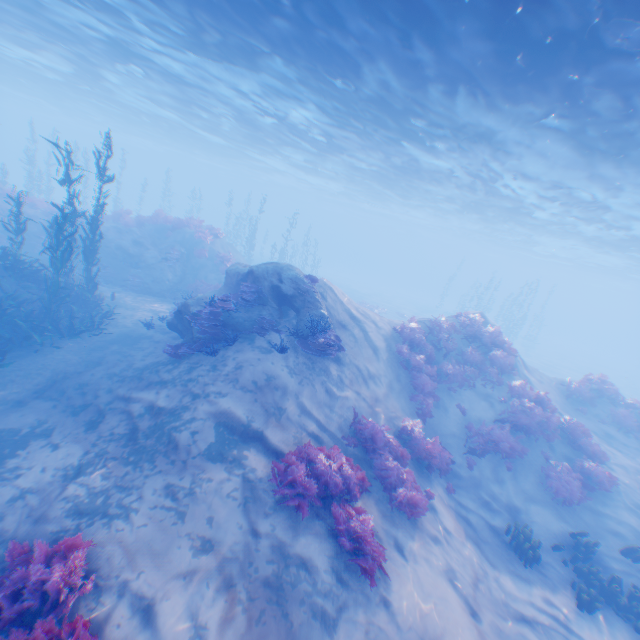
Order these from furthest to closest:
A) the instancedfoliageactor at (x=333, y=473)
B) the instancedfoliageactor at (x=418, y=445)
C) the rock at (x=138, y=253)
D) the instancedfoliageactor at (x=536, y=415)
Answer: the rock at (x=138, y=253) → the instancedfoliageactor at (x=536, y=415) → the instancedfoliageactor at (x=418, y=445) → the instancedfoliageactor at (x=333, y=473)

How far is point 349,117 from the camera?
17.8 meters

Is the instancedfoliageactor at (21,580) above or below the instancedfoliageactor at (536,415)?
below

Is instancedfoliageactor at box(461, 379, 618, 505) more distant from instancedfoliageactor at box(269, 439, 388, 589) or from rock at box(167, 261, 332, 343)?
rock at box(167, 261, 332, 343)

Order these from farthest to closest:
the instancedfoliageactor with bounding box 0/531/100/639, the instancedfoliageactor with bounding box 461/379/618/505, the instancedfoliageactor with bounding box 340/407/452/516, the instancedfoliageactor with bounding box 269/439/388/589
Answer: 1. the instancedfoliageactor with bounding box 461/379/618/505
2. the instancedfoliageactor with bounding box 340/407/452/516
3. the instancedfoliageactor with bounding box 269/439/388/589
4. the instancedfoliageactor with bounding box 0/531/100/639

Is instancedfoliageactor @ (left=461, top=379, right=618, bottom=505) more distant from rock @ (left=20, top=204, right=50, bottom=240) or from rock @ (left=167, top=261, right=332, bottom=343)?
rock @ (left=20, top=204, right=50, bottom=240)

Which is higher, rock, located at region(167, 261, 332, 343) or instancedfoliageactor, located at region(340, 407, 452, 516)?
rock, located at region(167, 261, 332, 343)

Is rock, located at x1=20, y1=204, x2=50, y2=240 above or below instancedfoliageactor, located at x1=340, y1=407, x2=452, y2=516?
above
